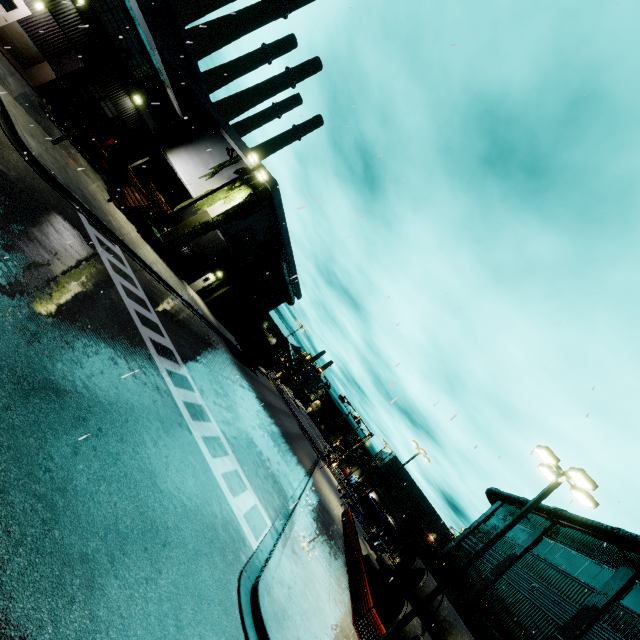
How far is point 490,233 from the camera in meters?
14.6 m

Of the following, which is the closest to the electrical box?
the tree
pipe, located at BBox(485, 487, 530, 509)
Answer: the tree

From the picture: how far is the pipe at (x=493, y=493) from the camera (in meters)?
27.43

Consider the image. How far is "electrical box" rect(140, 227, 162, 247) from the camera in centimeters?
2242cm

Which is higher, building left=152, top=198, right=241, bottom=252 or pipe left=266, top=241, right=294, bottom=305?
pipe left=266, top=241, right=294, bottom=305

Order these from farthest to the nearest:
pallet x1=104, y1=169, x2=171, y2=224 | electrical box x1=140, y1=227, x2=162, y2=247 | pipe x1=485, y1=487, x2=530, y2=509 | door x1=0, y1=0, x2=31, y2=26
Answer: pipe x1=485, y1=487, x2=530, y2=509 → electrical box x1=140, y1=227, x2=162, y2=247 → pallet x1=104, y1=169, x2=171, y2=224 → door x1=0, y1=0, x2=31, y2=26

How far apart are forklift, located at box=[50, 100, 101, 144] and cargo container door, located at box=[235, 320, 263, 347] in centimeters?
1818cm

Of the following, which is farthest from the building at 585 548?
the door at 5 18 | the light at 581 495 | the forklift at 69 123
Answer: the light at 581 495
